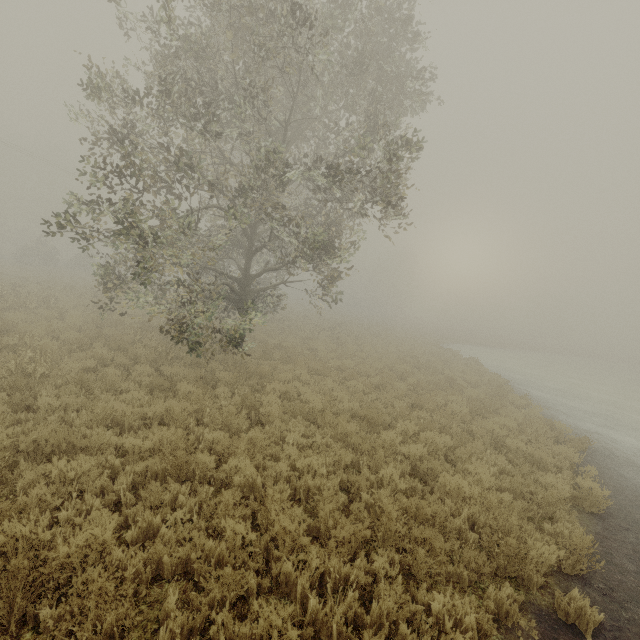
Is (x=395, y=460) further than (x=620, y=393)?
No
